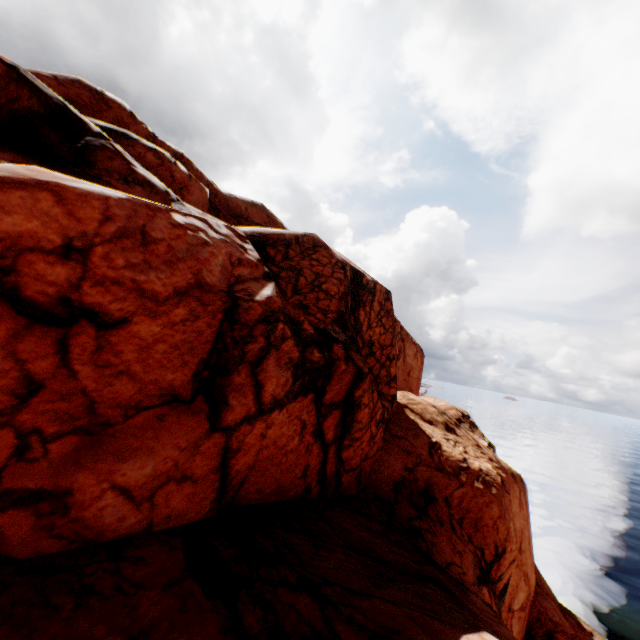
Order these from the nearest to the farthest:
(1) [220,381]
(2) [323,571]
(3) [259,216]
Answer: (2) [323,571] < (1) [220,381] < (3) [259,216]
